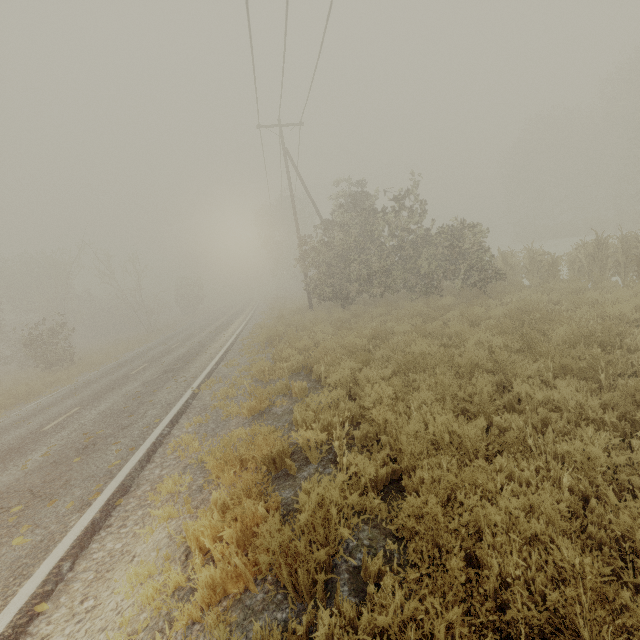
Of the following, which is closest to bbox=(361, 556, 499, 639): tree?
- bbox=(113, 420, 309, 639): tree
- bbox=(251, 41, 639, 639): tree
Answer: bbox=(113, 420, 309, 639): tree

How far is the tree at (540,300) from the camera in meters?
7.8

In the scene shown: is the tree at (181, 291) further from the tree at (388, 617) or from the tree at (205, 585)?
the tree at (388, 617)

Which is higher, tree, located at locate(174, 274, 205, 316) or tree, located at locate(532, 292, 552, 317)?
tree, located at locate(174, 274, 205, 316)

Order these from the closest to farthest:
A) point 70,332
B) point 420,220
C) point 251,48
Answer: point 251,48 < point 420,220 < point 70,332

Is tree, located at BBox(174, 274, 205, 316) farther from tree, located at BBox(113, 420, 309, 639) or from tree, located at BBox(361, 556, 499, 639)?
tree, located at BBox(361, 556, 499, 639)

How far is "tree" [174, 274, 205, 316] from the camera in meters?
46.5 m
